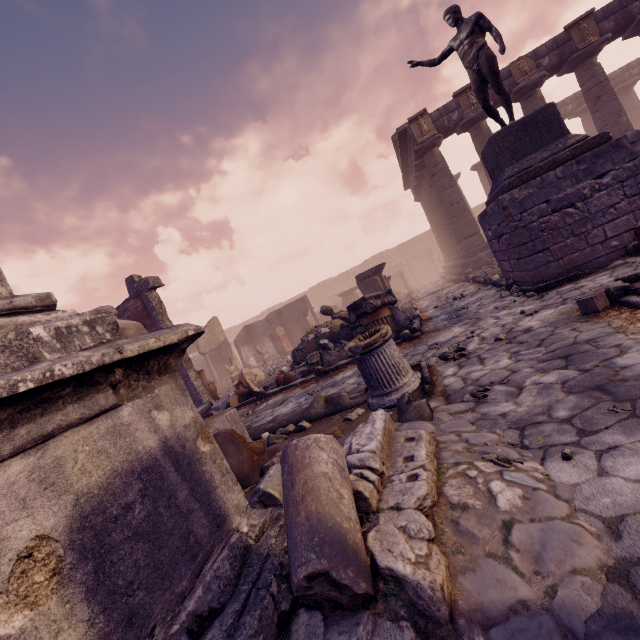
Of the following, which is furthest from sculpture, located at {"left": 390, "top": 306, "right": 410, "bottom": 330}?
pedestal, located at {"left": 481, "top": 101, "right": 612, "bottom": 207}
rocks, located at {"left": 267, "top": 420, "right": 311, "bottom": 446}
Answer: rocks, located at {"left": 267, "top": 420, "right": 311, "bottom": 446}

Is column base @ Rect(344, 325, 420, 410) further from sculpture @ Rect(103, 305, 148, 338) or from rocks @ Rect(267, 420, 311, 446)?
sculpture @ Rect(103, 305, 148, 338)

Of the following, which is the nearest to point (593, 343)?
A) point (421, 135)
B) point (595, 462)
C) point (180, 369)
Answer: point (595, 462)

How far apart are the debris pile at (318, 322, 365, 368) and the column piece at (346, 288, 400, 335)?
0.0m

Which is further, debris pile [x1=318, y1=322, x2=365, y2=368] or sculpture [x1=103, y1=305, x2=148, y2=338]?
debris pile [x1=318, y1=322, x2=365, y2=368]

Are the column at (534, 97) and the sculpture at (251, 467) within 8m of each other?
no

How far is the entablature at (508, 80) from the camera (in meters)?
13.57

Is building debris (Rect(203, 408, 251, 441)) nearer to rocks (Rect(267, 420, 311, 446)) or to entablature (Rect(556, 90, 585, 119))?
rocks (Rect(267, 420, 311, 446))
